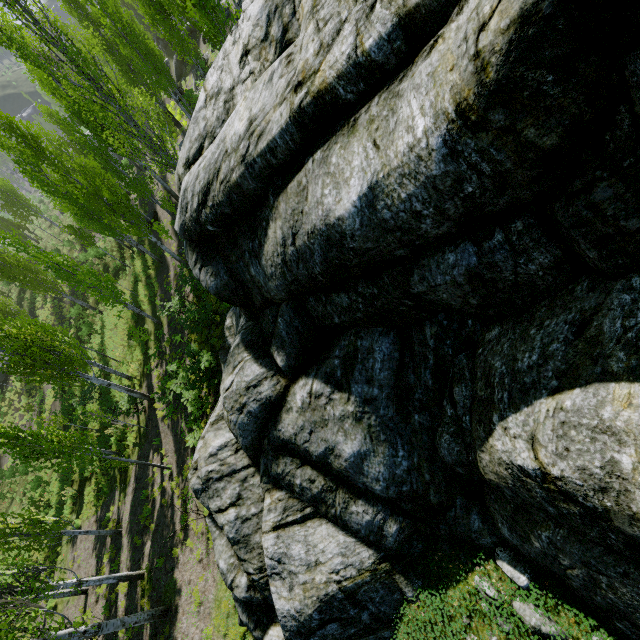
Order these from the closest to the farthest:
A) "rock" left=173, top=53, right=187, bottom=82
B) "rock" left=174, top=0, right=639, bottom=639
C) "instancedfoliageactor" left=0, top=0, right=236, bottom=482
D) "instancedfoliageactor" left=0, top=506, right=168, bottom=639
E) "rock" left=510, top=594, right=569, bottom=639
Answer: "rock" left=174, top=0, right=639, bottom=639 → "rock" left=510, top=594, right=569, bottom=639 → "instancedfoliageactor" left=0, top=506, right=168, bottom=639 → "instancedfoliageactor" left=0, top=0, right=236, bottom=482 → "rock" left=173, top=53, right=187, bottom=82

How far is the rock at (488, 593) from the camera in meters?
4.6

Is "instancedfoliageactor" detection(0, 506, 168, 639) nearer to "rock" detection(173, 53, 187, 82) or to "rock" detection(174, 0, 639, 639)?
"rock" detection(174, 0, 639, 639)

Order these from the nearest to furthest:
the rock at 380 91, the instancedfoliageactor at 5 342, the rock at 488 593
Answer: the rock at 380 91, the rock at 488 593, the instancedfoliageactor at 5 342

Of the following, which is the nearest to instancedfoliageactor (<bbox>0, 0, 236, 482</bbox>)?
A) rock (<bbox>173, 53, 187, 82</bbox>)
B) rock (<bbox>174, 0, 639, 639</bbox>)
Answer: rock (<bbox>174, 0, 639, 639</bbox>)

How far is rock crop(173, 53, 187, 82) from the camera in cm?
3400

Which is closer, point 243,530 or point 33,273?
point 243,530
